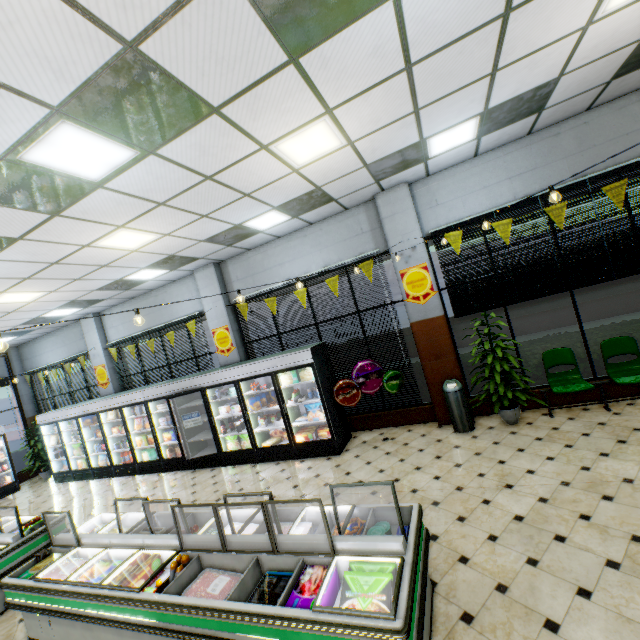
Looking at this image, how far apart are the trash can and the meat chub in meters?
4.9 m

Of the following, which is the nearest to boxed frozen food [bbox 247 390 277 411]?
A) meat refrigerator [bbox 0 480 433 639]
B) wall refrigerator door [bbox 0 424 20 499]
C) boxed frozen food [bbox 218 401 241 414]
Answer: boxed frozen food [bbox 218 401 241 414]

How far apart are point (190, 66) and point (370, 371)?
5.53m

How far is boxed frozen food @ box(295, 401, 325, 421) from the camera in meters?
6.8 m

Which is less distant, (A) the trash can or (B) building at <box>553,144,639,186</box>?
(B) building at <box>553,144,639,186</box>

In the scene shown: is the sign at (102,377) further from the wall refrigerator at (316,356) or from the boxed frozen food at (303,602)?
the boxed frozen food at (303,602)

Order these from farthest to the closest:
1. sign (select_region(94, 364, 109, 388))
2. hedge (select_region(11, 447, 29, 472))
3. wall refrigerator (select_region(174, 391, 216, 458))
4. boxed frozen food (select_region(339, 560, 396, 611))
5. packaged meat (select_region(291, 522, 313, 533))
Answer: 1. hedge (select_region(11, 447, 29, 472))
2. sign (select_region(94, 364, 109, 388))
3. wall refrigerator (select_region(174, 391, 216, 458))
4. packaged meat (select_region(291, 522, 313, 533))
5. boxed frozen food (select_region(339, 560, 396, 611))

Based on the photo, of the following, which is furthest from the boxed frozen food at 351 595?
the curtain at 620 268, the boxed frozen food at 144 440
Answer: the boxed frozen food at 144 440
